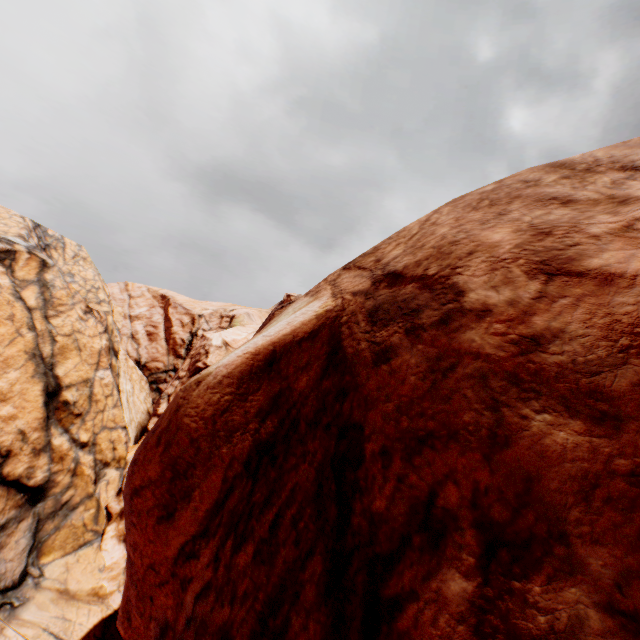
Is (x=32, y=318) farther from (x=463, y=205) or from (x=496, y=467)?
(x=496, y=467)
